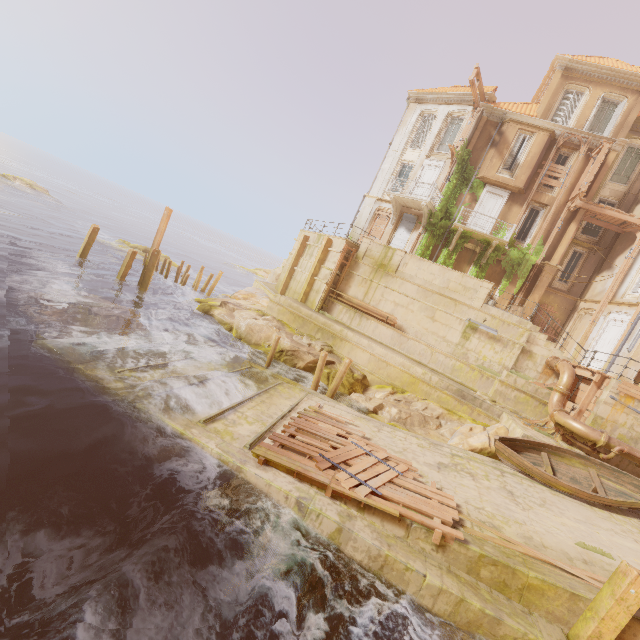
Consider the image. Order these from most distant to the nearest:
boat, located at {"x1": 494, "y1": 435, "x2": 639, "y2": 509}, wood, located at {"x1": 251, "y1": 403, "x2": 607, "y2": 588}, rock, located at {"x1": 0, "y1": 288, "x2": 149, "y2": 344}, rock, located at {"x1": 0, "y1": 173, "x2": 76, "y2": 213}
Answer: rock, located at {"x1": 0, "y1": 173, "x2": 76, "y2": 213}, rock, located at {"x1": 0, "y1": 288, "x2": 149, "y2": 344}, boat, located at {"x1": 494, "y1": 435, "x2": 639, "y2": 509}, wood, located at {"x1": 251, "y1": 403, "x2": 607, "y2": 588}

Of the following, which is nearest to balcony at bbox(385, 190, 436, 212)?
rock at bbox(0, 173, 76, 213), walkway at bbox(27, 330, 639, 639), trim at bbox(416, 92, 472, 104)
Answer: trim at bbox(416, 92, 472, 104)

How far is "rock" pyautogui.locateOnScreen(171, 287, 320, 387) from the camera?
17.4 meters

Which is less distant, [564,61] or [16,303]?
[16,303]

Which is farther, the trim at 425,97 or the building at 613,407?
the trim at 425,97

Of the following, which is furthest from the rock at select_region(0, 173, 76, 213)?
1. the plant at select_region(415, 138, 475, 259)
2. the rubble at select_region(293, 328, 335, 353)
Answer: the plant at select_region(415, 138, 475, 259)

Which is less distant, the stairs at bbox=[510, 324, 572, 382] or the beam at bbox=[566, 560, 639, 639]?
the beam at bbox=[566, 560, 639, 639]

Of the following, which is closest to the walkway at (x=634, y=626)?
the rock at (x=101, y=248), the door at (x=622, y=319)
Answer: the door at (x=622, y=319)
